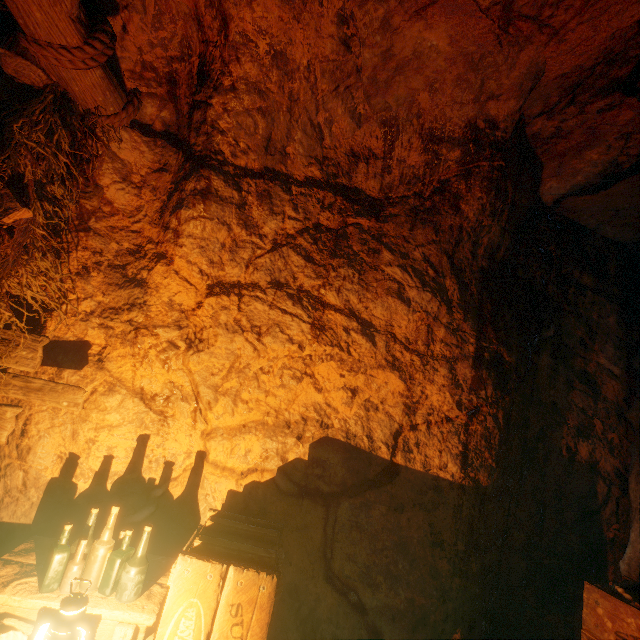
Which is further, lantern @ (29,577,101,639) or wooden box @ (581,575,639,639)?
wooden box @ (581,575,639,639)

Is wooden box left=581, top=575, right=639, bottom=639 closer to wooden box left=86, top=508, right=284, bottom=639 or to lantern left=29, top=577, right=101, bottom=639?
wooden box left=86, top=508, right=284, bottom=639

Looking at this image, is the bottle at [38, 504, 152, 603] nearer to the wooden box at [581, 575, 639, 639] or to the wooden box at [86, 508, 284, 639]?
the wooden box at [86, 508, 284, 639]

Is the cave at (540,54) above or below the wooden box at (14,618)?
above

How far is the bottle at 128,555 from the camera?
1.89m

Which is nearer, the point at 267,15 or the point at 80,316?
the point at 267,15

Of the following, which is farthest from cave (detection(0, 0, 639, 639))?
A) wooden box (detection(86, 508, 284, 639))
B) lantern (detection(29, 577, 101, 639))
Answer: lantern (detection(29, 577, 101, 639))

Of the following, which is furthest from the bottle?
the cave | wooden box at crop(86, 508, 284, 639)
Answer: the cave
